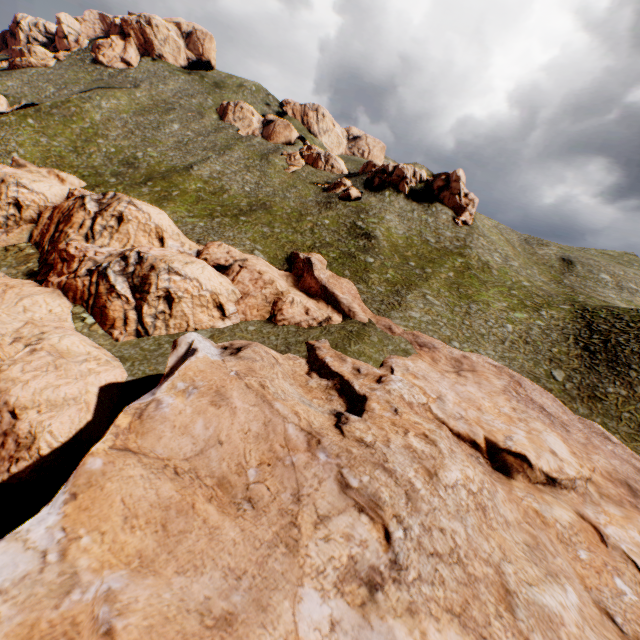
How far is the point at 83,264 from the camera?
31.9 meters
